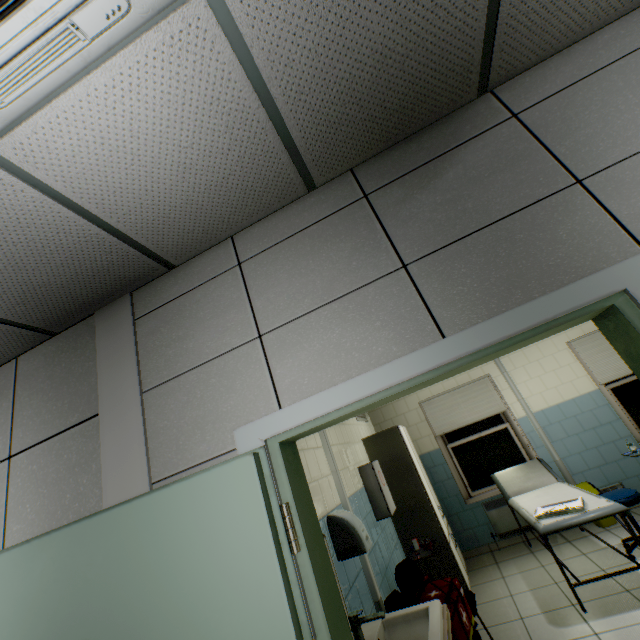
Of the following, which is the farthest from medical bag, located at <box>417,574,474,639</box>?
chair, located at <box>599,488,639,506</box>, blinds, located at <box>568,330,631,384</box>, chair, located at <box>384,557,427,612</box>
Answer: blinds, located at <box>568,330,631,384</box>

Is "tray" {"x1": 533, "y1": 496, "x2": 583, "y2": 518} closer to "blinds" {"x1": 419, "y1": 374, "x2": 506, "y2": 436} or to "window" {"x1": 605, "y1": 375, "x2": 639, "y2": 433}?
"blinds" {"x1": 419, "y1": 374, "x2": 506, "y2": 436}

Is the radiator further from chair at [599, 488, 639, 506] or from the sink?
the sink

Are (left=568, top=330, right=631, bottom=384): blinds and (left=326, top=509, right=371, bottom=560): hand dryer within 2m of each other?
no

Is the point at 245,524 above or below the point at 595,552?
above

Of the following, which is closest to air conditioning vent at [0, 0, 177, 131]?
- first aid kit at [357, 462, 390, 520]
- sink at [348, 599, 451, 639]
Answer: sink at [348, 599, 451, 639]

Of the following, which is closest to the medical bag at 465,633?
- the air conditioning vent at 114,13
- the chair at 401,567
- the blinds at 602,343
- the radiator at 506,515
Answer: the chair at 401,567

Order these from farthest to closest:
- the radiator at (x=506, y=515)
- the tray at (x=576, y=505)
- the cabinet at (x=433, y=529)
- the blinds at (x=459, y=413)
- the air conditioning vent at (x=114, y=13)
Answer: the blinds at (x=459, y=413), the radiator at (x=506, y=515), the cabinet at (x=433, y=529), the tray at (x=576, y=505), the air conditioning vent at (x=114, y=13)
